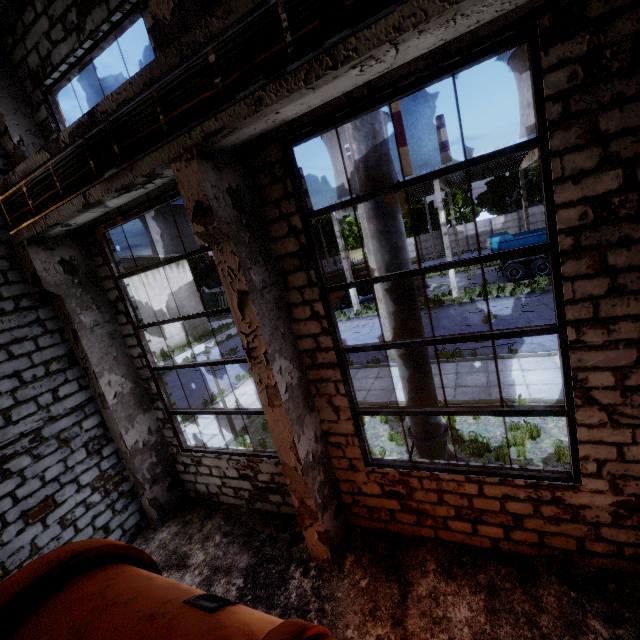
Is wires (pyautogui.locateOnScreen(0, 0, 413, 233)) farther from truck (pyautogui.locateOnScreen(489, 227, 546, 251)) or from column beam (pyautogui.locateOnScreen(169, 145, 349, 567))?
truck (pyautogui.locateOnScreen(489, 227, 546, 251))

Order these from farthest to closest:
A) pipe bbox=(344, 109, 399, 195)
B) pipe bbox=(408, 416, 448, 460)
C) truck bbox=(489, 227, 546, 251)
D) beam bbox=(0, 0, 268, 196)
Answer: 1. truck bbox=(489, 227, 546, 251)
2. pipe bbox=(408, 416, 448, 460)
3. pipe bbox=(344, 109, 399, 195)
4. beam bbox=(0, 0, 268, 196)

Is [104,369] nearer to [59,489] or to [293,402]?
[59,489]

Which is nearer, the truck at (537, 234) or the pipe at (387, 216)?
the pipe at (387, 216)

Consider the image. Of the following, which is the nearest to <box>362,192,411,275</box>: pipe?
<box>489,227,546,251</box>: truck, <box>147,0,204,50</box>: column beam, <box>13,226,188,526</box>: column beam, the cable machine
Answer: <box>147,0,204,50</box>: column beam

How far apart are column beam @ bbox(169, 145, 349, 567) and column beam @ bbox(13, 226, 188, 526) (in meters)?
3.80

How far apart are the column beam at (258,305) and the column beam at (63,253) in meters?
3.8 m

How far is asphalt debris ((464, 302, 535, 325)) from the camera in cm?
1584
